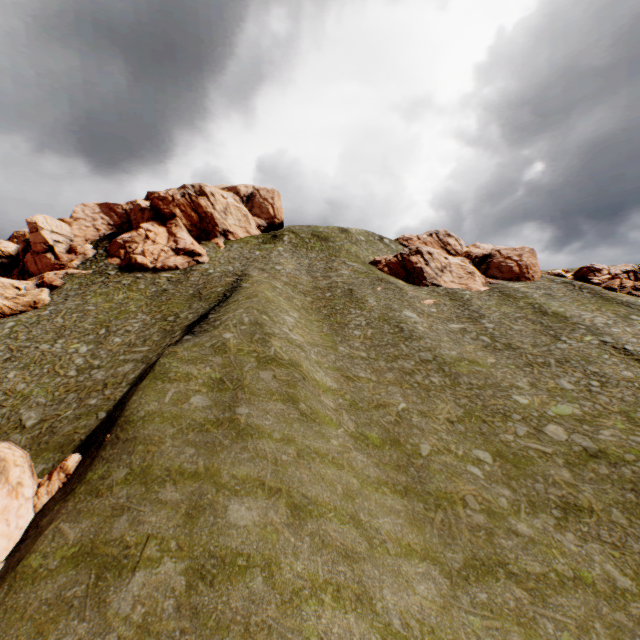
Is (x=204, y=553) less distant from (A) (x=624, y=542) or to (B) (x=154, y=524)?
(B) (x=154, y=524)

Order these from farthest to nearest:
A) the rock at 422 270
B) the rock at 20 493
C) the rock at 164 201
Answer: the rock at 422 270 → the rock at 164 201 → the rock at 20 493

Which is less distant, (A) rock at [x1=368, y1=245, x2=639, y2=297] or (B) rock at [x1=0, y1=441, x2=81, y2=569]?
(B) rock at [x1=0, y1=441, x2=81, y2=569]

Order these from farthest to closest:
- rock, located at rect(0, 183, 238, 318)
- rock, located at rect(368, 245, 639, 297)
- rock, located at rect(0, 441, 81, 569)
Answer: rock, located at rect(368, 245, 639, 297)
rock, located at rect(0, 183, 238, 318)
rock, located at rect(0, 441, 81, 569)

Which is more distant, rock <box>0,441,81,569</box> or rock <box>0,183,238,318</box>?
rock <box>0,183,238,318</box>

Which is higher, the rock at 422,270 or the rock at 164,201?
the rock at 164,201

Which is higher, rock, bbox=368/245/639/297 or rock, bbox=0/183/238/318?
rock, bbox=0/183/238/318
